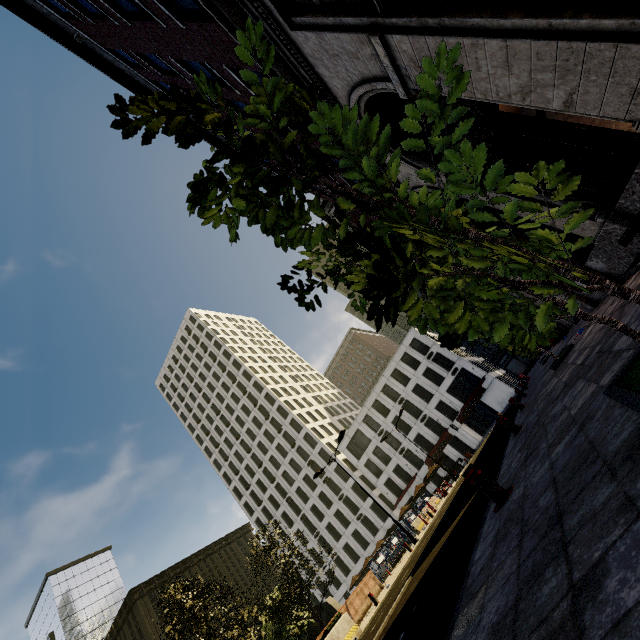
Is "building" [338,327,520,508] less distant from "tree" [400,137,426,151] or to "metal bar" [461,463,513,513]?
"tree" [400,137,426,151]

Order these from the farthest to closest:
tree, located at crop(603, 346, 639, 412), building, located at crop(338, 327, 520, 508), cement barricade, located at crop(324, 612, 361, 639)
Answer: building, located at crop(338, 327, 520, 508) < cement barricade, located at crop(324, 612, 361, 639) < tree, located at crop(603, 346, 639, 412)

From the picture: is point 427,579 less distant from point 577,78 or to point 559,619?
point 559,619

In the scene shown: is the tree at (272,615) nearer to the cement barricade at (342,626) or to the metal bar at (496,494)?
the metal bar at (496,494)

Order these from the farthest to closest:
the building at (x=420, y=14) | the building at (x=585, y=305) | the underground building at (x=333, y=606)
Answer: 1. the underground building at (x=333, y=606)
2. the building at (x=585, y=305)
3. the building at (x=420, y=14)

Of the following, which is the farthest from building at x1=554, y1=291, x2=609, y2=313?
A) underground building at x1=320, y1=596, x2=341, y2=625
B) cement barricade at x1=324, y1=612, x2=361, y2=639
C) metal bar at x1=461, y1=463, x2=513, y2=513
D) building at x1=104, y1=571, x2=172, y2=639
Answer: underground building at x1=320, y1=596, x2=341, y2=625

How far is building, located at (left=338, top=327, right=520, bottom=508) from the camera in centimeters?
4462cm
